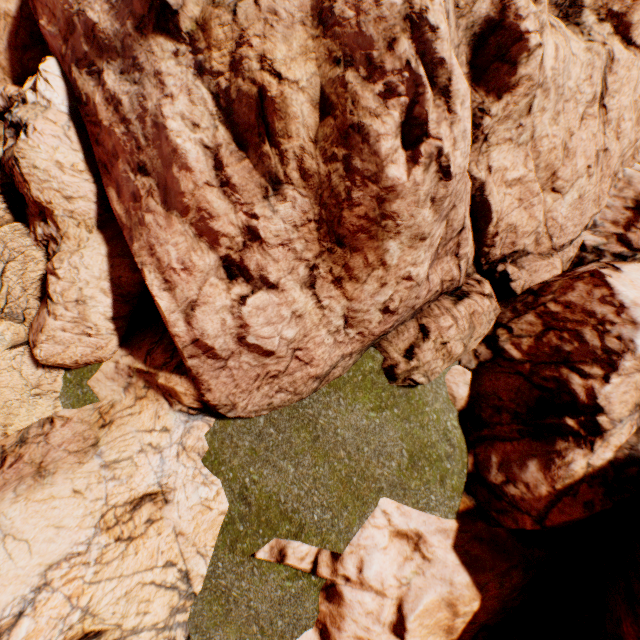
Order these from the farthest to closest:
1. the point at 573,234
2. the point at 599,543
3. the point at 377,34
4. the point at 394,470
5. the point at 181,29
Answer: the point at 573,234
the point at 394,470
the point at 599,543
the point at 181,29
the point at 377,34
